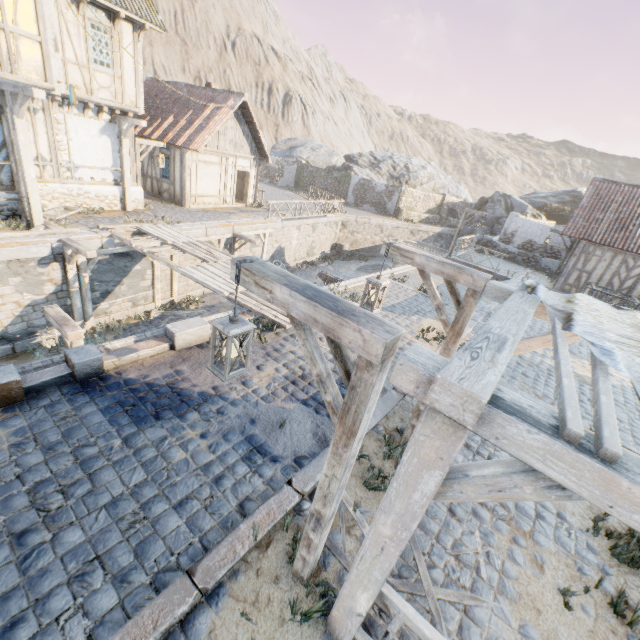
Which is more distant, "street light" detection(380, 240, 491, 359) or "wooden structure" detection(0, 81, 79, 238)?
"wooden structure" detection(0, 81, 79, 238)

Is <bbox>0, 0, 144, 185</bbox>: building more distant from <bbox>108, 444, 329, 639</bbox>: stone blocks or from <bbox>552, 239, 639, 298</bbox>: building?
<bbox>552, 239, 639, 298</bbox>: building

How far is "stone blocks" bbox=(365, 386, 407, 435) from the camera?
5.6m

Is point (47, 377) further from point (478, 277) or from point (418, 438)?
point (478, 277)

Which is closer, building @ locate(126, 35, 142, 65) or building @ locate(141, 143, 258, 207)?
building @ locate(126, 35, 142, 65)

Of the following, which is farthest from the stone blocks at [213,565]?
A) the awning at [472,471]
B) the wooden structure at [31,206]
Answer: the awning at [472,471]

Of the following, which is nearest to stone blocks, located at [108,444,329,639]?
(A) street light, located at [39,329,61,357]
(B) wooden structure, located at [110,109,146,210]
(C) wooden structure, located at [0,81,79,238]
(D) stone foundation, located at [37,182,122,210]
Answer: (C) wooden structure, located at [0,81,79,238]

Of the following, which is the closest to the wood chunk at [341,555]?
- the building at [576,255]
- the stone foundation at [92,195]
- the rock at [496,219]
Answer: the stone foundation at [92,195]
